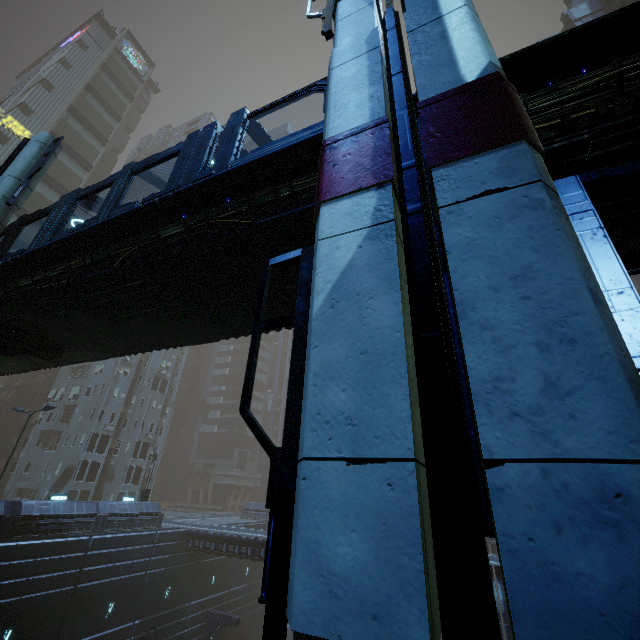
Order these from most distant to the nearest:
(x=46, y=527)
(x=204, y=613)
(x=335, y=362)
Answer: (x=204, y=613), (x=46, y=527), (x=335, y=362)

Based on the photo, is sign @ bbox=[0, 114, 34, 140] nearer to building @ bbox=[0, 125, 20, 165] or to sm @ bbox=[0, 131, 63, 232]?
building @ bbox=[0, 125, 20, 165]

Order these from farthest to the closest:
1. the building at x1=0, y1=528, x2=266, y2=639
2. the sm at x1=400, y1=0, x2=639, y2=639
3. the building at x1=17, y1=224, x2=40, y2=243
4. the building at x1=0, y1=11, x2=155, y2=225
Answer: the building at x1=0, y1=11, x2=155, y2=225, the building at x1=17, y1=224, x2=40, y2=243, the building at x1=0, y1=528, x2=266, y2=639, the sm at x1=400, y1=0, x2=639, y2=639

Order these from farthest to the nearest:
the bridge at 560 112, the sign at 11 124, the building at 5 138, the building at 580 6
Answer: the building at 580 6 < the sign at 11 124 < the building at 5 138 < the bridge at 560 112

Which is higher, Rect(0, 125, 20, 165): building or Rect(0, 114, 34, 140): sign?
Rect(0, 114, 34, 140): sign

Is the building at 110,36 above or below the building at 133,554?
above

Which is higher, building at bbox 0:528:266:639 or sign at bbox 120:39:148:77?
sign at bbox 120:39:148:77
